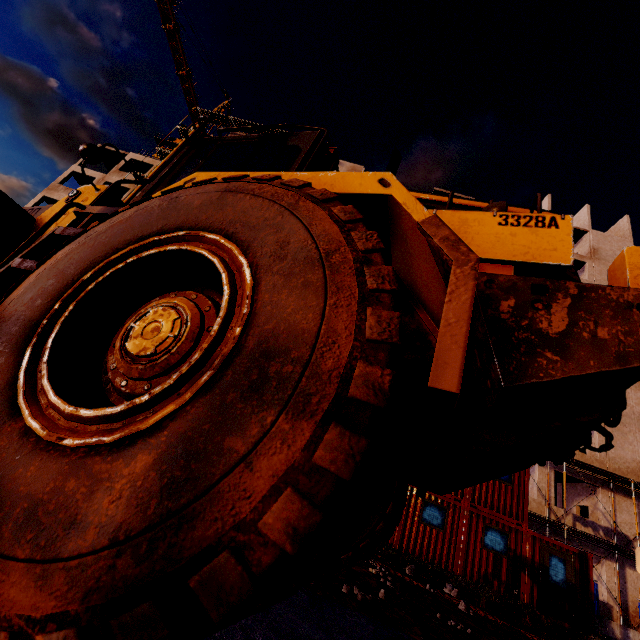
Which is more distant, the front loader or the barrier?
the barrier

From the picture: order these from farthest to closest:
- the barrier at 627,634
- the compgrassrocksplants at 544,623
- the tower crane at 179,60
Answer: the tower crane at 179,60, the barrier at 627,634, the compgrassrocksplants at 544,623

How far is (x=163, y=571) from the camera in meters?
0.7

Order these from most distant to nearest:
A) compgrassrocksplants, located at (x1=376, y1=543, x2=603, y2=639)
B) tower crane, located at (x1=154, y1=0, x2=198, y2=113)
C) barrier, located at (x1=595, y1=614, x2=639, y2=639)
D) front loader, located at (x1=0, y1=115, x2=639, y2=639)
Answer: tower crane, located at (x1=154, y1=0, x2=198, y2=113) < barrier, located at (x1=595, y1=614, x2=639, y2=639) < compgrassrocksplants, located at (x1=376, y1=543, x2=603, y2=639) < front loader, located at (x1=0, y1=115, x2=639, y2=639)

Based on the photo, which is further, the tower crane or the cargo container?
the tower crane

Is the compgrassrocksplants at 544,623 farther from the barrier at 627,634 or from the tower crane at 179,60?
the tower crane at 179,60

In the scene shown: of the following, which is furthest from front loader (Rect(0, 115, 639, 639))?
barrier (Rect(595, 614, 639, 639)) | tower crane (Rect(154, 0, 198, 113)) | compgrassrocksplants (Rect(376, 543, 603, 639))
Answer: tower crane (Rect(154, 0, 198, 113))

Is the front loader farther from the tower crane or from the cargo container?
the tower crane
